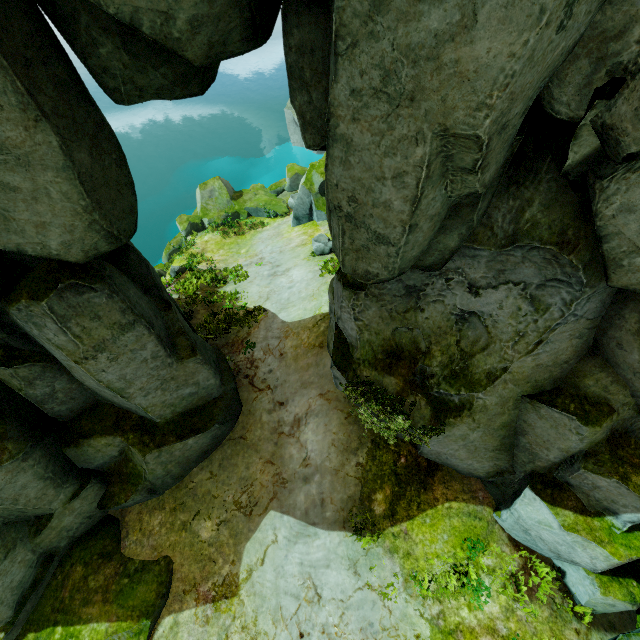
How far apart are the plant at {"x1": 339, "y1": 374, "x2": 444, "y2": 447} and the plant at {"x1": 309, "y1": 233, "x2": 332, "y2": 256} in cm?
674

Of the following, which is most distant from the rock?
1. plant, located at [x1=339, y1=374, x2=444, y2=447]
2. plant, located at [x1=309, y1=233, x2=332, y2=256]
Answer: plant, located at [x1=309, y1=233, x2=332, y2=256]

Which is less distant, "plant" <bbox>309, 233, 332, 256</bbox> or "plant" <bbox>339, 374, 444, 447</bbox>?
"plant" <bbox>339, 374, 444, 447</bbox>

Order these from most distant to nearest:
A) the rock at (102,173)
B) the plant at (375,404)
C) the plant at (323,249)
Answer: the plant at (323,249) < the plant at (375,404) < the rock at (102,173)

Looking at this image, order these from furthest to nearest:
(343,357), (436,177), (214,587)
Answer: (214,587) < (343,357) < (436,177)

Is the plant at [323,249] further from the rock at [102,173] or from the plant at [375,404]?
the plant at [375,404]

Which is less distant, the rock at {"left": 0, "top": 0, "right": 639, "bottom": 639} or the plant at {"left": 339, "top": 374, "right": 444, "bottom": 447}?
the rock at {"left": 0, "top": 0, "right": 639, "bottom": 639}

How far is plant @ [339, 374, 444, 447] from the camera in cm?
684
